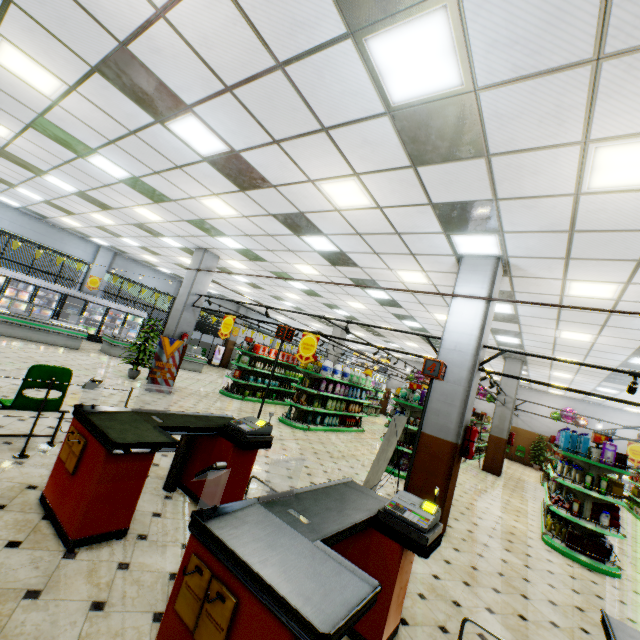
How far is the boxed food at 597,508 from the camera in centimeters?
655cm

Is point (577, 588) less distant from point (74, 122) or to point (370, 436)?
point (370, 436)

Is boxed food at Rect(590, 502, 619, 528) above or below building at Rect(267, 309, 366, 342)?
below

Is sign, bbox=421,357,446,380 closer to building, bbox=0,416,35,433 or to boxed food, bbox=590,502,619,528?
building, bbox=0,416,35,433

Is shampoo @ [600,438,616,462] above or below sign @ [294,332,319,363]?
below

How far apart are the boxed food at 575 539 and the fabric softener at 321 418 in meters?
7.2

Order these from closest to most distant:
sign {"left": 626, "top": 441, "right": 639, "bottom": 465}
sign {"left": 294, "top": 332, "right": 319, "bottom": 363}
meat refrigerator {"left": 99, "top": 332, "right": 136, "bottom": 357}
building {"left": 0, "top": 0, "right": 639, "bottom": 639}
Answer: building {"left": 0, "top": 0, "right": 639, "bottom": 639}, sign {"left": 294, "top": 332, "right": 319, "bottom": 363}, sign {"left": 626, "top": 441, "right": 639, "bottom": 465}, meat refrigerator {"left": 99, "top": 332, "right": 136, "bottom": 357}

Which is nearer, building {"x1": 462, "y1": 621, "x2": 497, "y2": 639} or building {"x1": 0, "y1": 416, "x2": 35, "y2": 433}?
building {"x1": 462, "y1": 621, "x2": 497, "y2": 639}
